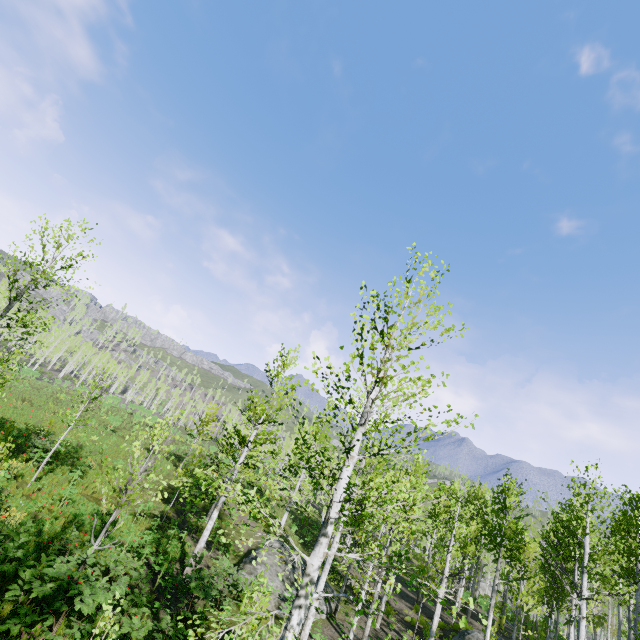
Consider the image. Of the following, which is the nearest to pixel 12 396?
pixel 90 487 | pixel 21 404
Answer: pixel 21 404

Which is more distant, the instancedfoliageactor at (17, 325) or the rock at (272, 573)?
the rock at (272, 573)

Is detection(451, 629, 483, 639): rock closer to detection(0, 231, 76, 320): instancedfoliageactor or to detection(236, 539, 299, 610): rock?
detection(236, 539, 299, 610): rock

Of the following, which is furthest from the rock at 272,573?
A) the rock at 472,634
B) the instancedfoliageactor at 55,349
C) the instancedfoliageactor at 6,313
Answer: the instancedfoliageactor at 55,349

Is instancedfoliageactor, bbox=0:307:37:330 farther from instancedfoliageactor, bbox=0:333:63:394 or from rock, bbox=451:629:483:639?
instancedfoliageactor, bbox=0:333:63:394

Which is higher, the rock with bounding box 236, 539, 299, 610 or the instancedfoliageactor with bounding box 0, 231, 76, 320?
the instancedfoliageactor with bounding box 0, 231, 76, 320

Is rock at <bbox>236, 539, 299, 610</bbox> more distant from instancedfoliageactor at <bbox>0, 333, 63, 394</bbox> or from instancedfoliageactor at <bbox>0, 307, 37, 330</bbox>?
instancedfoliageactor at <bbox>0, 333, 63, 394</bbox>

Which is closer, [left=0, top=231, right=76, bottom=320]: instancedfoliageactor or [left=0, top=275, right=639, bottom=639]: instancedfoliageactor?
[left=0, top=275, right=639, bottom=639]: instancedfoliageactor
